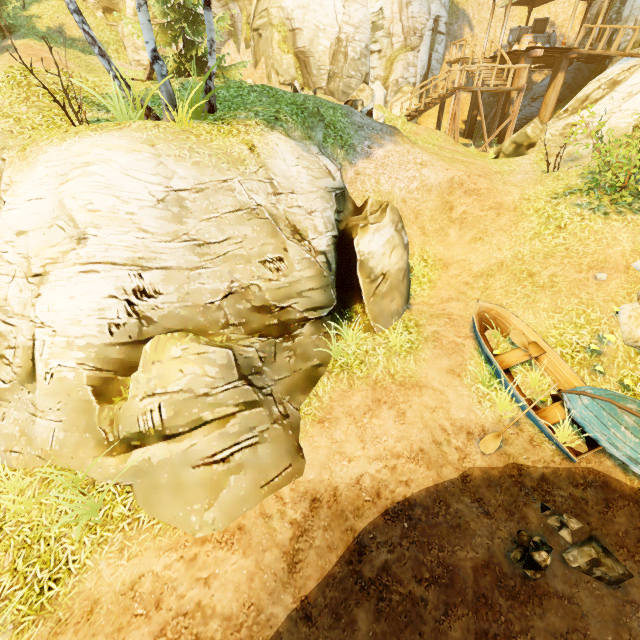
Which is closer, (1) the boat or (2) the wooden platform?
(1) the boat

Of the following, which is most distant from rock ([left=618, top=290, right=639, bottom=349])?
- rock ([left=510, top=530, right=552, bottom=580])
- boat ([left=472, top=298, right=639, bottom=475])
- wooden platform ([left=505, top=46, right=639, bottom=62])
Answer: wooden platform ([left=505, top=46, right=639, bottom=62])

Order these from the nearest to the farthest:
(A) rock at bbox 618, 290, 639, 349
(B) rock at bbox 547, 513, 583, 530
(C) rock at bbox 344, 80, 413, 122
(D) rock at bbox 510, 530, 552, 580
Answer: (D) rock at bbox 510, 530, 552, 580 < (B) rock at bbox 547, 513, 583, 530 < (A) rock at bbox 618, 290, 639, 349 < (C) rock at bbox 344, 80, 413, 122

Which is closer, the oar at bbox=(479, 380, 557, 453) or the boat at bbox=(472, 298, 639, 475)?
the boat at bbox=(472, 298, 639, 475)

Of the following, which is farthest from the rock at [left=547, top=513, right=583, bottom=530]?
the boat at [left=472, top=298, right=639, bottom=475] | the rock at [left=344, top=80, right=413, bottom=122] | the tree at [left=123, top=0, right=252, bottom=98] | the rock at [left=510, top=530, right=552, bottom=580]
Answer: the rock at [left=344, top=80, right=413, bottom=122]

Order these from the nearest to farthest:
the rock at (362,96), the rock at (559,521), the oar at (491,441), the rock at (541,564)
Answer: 1. the rock at (541,564)
2. the rock at (559,521)
3. the oar at (491,441)
4. the rock at (362,96)

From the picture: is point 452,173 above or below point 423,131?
below

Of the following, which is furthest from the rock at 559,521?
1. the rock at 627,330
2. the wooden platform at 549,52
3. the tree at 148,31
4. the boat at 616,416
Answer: the wooden platform at 549,52
